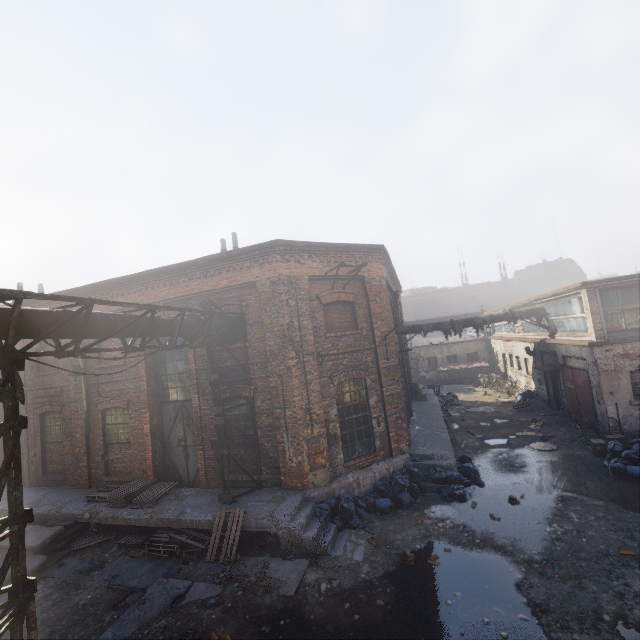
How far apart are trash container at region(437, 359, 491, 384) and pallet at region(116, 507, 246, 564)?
24.9 meters

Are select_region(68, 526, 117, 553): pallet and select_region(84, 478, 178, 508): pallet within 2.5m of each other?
yes

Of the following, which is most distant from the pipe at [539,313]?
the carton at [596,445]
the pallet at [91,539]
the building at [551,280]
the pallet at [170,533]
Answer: the building at [551,280]

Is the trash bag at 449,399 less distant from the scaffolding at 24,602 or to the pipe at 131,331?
the scaffolding at 24,602

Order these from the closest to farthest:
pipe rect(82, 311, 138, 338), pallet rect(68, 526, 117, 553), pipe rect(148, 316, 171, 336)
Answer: pipe rect(82, 311, 138, 338)
pipe rect(148, 316, 171, 336)
pallet rect(68, 526, 117, 553)

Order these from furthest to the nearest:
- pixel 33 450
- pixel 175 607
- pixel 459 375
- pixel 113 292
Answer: pixel 459 375 → pixel 33 450 → pixel 113 292 → pixel 175 607

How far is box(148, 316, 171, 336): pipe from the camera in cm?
743

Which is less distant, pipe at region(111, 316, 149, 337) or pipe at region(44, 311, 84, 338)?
pipe at region(44, 311, 84, 338)
